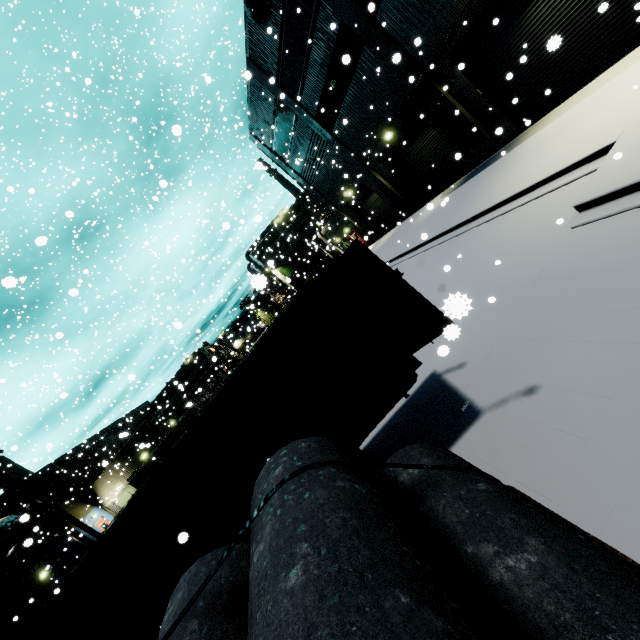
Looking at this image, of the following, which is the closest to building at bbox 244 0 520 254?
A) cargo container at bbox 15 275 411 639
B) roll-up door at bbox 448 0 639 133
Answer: roll-up door at bbox 448 0 639 133

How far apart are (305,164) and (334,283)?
22.8 meters

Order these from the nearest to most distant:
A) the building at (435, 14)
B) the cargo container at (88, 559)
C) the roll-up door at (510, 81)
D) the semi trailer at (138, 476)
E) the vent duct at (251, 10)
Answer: the cargo container at (88, 559), the roll-up door at (510, 81), the semi trailer at (138, 476), the building at (435, 14), the vent duct at (251, 10)

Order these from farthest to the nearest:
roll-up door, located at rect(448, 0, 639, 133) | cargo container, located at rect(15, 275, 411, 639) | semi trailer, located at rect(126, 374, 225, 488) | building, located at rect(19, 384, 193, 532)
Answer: building, located at rect(19, 384, 193, 532) < semi trailer, located at rect(126, 374, 225, 488) < roll-up door, located at rect(448, 0, 639, 133) < cargo container, located at rect(15, 275, 411, 639)

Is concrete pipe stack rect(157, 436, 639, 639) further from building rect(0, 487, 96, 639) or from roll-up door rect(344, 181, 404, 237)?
building rect(0, 487, 96, 639)

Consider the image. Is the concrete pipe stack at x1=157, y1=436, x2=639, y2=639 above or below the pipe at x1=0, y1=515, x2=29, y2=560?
below

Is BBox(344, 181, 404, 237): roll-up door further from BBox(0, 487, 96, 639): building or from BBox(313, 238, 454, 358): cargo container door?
BBox(313, 238, 454, 358): cargo container door

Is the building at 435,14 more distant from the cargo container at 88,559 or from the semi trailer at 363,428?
the cargo container at 88,559
